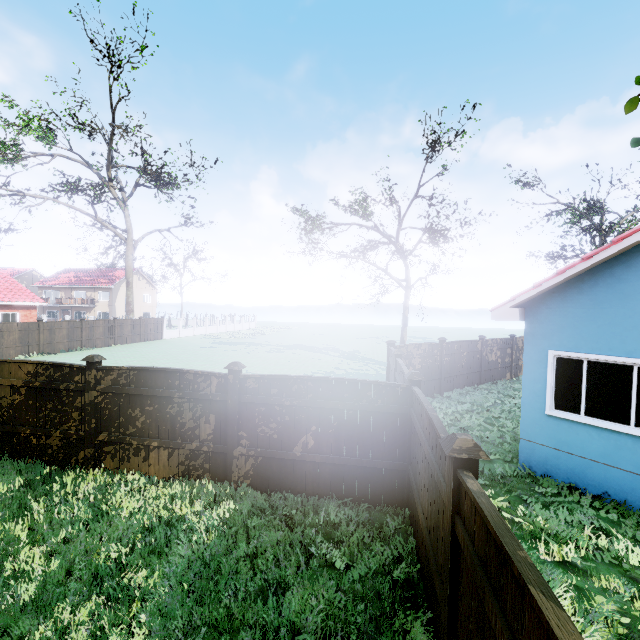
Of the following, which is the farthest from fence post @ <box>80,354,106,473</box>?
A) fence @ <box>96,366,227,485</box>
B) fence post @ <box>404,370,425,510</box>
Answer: fence post @ <box>404,370,425,510</box>

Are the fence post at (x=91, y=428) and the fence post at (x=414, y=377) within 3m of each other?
no

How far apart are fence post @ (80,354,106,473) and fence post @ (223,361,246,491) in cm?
283

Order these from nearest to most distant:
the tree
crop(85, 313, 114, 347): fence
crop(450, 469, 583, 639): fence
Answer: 1. crop(450, 469, 583, 639): fence
2. the tree
3. crop(85, 313, 114, 347): fence

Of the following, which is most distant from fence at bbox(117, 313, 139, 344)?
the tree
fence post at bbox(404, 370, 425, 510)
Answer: the tree

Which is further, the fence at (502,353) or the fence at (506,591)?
the fence at (502,353)

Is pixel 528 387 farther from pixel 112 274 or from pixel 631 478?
pixel 112 274

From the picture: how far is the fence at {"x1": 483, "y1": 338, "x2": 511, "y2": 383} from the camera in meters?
16.3 m
